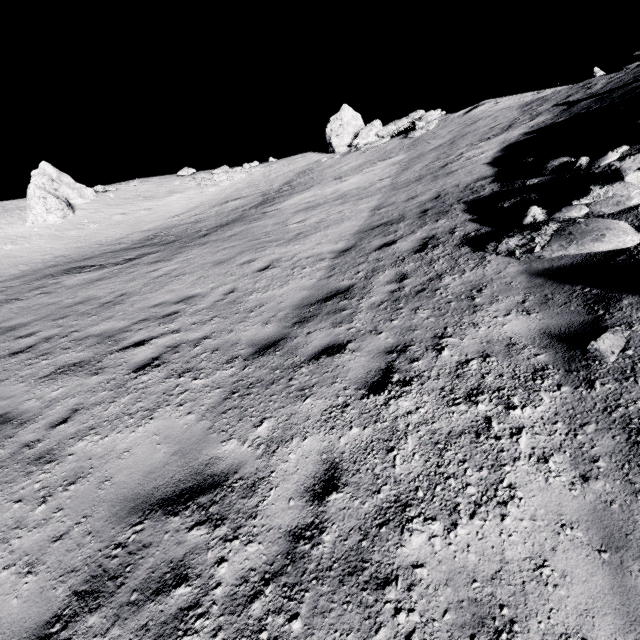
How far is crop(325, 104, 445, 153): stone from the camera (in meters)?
20.86

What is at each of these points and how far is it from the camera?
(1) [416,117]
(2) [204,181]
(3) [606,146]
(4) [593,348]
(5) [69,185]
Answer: (1) stone, 24.0m
(2) stone, 27.7m
(3) stone, 7.3m
(4) stone, 3.3m
(5) stone, 25.0m

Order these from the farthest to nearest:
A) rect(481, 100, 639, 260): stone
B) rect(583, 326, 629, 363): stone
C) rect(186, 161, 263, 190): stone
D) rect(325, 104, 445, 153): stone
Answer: rect(186, 161, 263, 190): stone
rect(325, 104, 445, 153): stone
rect(481, 100, 639, 260): stone
rect(583, 326, 629, 363): stone

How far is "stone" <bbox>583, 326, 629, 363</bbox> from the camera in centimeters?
321cm

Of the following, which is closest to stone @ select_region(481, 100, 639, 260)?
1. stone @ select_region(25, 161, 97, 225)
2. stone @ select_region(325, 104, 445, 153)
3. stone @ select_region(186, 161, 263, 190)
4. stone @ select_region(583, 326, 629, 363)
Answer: stone @ select_region(583, 326, 629, 363)

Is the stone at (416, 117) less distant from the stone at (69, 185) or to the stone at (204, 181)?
the stone at (204, 181)

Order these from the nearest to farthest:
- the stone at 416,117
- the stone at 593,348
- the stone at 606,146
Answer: the stone at 593,348 → the stone at 606,146 → the stone at 416,117

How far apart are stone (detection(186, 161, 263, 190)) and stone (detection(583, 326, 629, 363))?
29.6 meters
